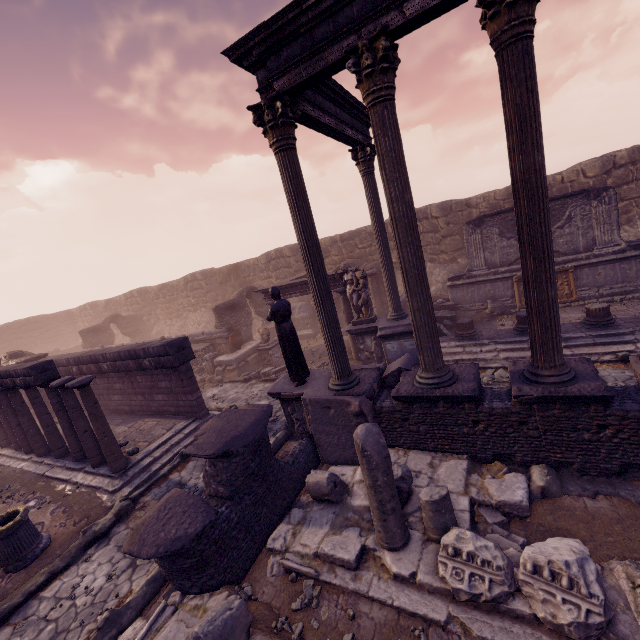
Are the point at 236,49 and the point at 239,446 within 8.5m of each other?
yes

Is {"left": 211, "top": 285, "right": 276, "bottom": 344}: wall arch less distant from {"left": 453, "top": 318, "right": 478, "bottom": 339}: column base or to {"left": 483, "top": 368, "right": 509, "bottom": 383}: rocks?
{"left": 453, "top": 318, "right": 478, "bottom": 339}: column base

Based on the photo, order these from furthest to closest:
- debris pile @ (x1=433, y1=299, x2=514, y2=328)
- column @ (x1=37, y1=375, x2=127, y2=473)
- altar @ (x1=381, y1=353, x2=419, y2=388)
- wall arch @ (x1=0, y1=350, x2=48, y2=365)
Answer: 1. wall arch @ (x1=0, y1=350, x2=48, y2=365)
2. debris pile @ (x1=433, y1=299, x2=514, y2=328)
3. column @ (x1=37, y1=375, x2=127, y2=473)
4. altar @ (x1=381, y1=353, x2=419, y2=388)

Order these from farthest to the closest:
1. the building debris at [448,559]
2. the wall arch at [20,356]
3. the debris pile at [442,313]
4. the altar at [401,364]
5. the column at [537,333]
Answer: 1. the wall arch at [20,356]
2. the debris pile at [442,313]
3. the altar at [401,364]
4. the column at [537,333]
5. the building debris at [448,559]

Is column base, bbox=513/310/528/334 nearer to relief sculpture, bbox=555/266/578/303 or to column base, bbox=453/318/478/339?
column base, bbox=453/318/478/339

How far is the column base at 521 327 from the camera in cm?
996

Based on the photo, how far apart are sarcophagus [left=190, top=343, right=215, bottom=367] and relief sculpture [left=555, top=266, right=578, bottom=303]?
13.7 meters

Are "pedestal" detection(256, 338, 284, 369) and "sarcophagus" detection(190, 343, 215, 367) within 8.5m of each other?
yes
